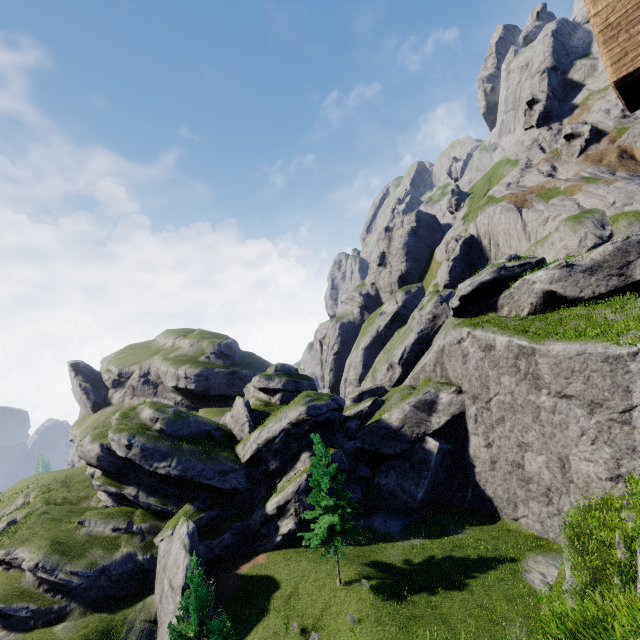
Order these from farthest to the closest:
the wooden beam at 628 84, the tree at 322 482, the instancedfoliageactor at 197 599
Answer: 1. the tree at 322 482
2. the instancedfoliageactor at 197 599
3. the wooden beam at 628 84

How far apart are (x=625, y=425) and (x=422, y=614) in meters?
17.0

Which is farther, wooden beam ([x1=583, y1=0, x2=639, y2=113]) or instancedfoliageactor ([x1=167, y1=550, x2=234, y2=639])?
instancedfoliageactor ([x1=167, y1=550, x2=234, y2=639])

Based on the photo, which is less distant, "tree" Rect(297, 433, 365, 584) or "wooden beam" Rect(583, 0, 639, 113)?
"wooden beam" Rect(583, 0, 639, 113)

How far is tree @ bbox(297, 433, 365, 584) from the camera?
22.6 meters

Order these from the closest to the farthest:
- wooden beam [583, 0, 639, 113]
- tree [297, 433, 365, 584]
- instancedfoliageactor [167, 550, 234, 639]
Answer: wooden beam [583, 0, 639, 113], instancedfoliageactor [167, 550, 234, 639], tree [297, 433, 365, 584]

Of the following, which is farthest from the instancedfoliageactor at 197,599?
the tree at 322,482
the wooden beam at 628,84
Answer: the wooden beam at 628,84

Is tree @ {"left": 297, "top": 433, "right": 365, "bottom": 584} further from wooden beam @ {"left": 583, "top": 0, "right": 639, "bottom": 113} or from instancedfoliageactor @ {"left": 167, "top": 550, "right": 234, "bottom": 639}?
wooden beam @ {"left": 583, "top": 0, "right": 639, "bottom": 113}
